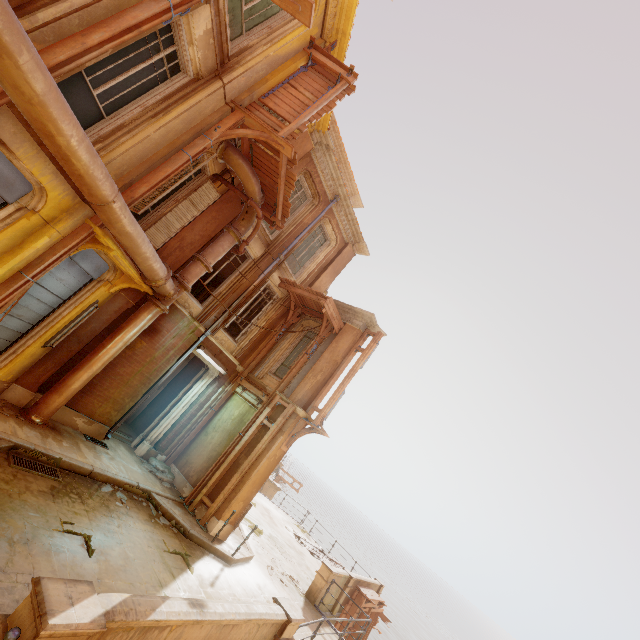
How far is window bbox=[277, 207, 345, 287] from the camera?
13.7m

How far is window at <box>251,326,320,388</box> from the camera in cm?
1320

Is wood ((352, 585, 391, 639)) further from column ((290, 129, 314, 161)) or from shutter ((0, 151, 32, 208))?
shutter ((0, 151, 32, 208))

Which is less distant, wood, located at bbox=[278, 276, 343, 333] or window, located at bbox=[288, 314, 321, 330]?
wood, located at bbox=[278, 276, 343, 333]

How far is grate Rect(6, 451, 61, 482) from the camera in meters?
6.3 m

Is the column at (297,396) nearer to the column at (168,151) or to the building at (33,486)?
the building at (33,486)

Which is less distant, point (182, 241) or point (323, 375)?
point (182, 241)

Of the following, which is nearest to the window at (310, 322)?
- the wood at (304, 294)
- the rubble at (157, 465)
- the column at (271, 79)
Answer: the wood at (304, 294)
